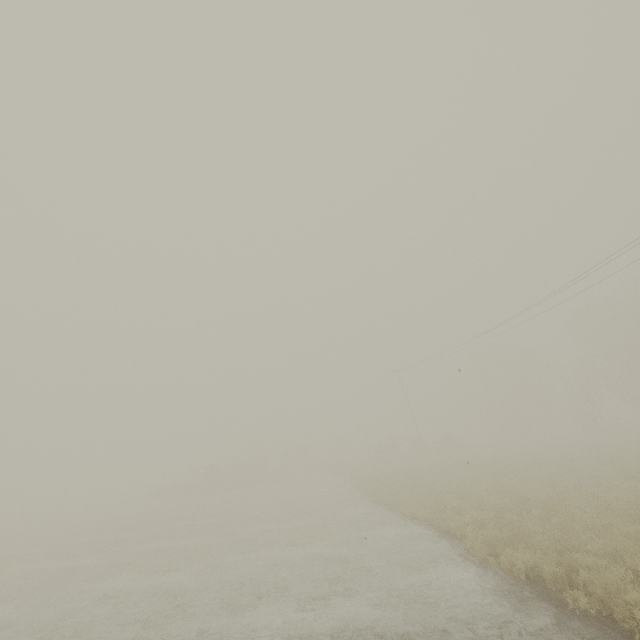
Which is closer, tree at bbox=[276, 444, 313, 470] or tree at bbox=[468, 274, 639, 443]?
tree at bbox=[468, 274, 639, 443]

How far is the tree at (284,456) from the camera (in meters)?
54.16

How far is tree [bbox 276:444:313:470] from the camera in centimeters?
5416cm

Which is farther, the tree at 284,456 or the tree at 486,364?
the tree at 284,456

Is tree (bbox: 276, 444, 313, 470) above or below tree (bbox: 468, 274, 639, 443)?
below

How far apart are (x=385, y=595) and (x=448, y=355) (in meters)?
30.44
